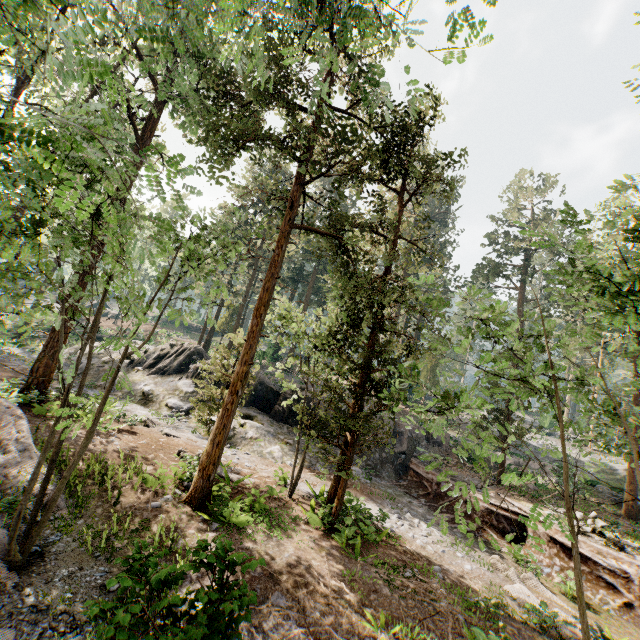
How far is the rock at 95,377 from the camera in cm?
2250

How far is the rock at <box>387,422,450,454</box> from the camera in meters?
24.8 m

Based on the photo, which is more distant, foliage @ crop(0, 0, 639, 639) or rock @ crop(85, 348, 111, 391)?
rock @ crop(85, 348, 111, 391)

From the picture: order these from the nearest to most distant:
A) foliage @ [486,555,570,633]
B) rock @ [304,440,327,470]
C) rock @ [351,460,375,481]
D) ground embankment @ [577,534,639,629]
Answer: foliage @ [486,555,570,633] < ground embankment @ [577,534,639,629] < rock @ [304,440,327,470] < rock @ [351,460,375,481]

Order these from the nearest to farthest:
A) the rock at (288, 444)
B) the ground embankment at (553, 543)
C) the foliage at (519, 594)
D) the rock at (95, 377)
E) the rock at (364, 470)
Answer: the foliage at (519, 594), the ground embankment at (553, 543), the rock at (288, 444), the rock at (364, 470), the rock at (95, 377)

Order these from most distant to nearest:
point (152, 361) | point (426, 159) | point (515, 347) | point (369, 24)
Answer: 1. point (426, 159)
2. point (152, 361)
3. point (515, 347)
4. point (369, 24)

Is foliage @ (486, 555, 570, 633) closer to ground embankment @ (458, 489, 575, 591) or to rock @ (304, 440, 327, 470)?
ground embankment @ (458, 489, 575, 591)
